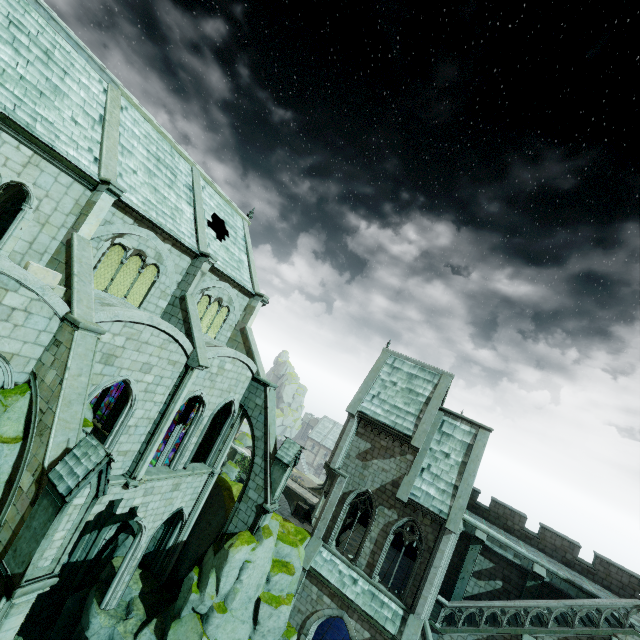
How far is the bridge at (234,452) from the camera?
52.3m

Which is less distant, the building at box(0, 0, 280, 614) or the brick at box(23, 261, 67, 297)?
the brick at box(23, 261, 67, 297)

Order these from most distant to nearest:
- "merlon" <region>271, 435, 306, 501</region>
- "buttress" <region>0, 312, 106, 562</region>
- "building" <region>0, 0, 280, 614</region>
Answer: "merlon" <region>271, 435, 306, 501</region>
"building" <region>0, 0, 280, 614</region>
"buttress" <region>0, 312, 106, 562</region>

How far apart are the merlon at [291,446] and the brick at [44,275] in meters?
13.2 m

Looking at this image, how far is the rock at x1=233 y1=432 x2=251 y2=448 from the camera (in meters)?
55.38

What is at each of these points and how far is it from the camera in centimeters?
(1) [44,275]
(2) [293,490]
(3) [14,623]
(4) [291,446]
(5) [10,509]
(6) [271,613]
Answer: (1) brick, 1075cm
(2) bridge, 4741cm
(3) buttress, 800cm
(4) merlon, 1909cm
(5) buttress, 881cm
(6) rock, 1669cm

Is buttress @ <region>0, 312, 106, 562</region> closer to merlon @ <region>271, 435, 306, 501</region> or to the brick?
the brick

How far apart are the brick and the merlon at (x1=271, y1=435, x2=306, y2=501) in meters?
13.2 m
